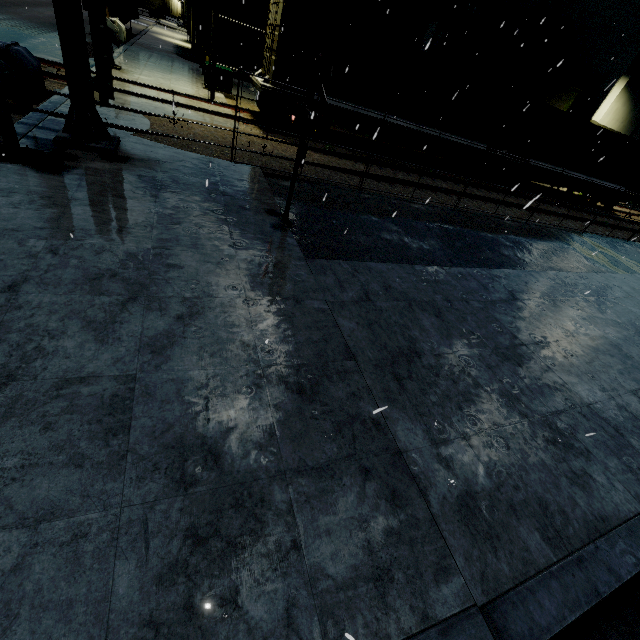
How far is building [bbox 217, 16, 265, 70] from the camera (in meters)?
23.86

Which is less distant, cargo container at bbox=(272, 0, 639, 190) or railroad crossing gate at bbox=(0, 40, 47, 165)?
railroad crossing gate at bbox=(0, 40, 47, 165)

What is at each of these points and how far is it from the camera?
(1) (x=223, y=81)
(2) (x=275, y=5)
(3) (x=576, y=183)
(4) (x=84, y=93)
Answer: (1) electrical box, 16.4m
(2) cargo container door, 12.0m
(3) flatcar, 20.4m
(4) railroad crossing overhang, 6.5m

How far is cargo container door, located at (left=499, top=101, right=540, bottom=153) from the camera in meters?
16.5

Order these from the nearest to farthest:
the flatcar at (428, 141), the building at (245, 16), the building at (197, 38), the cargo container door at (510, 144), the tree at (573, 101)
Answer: the flatcar at (428, 141), the cargo container door at (510, 144), the building at (197, 38), the building at (245, 16), the tree at (573, 101)

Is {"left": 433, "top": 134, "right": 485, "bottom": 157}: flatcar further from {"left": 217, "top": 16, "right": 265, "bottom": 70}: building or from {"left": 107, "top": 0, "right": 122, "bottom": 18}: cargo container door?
{"left": 107, "top": 0, "right": 122, "bottom": 18}: cargo container door

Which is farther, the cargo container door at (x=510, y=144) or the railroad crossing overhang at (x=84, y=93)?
the cargo container door at (x=510, y=144)

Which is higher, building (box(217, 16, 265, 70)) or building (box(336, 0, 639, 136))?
building (box(336, 0, 639, 136))
